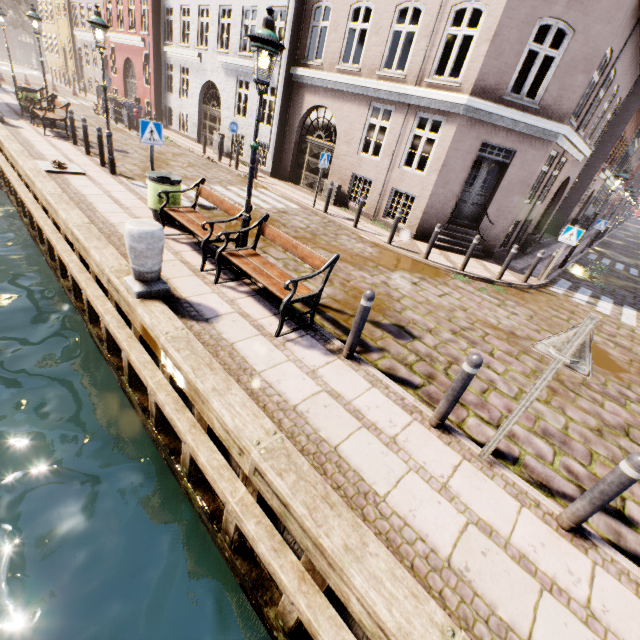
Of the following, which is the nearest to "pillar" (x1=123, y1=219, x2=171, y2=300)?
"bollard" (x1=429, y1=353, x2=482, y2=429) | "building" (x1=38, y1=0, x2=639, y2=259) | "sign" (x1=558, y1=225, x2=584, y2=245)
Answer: "bollard" (x1=429, y1=353, x2=482, y2=429)

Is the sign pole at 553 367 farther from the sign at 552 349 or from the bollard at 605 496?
the bollard at 605 496

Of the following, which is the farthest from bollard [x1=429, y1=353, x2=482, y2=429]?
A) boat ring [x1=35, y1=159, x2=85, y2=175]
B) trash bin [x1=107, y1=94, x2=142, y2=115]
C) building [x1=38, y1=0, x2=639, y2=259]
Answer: trash bin [x1=107, y1=94, x2=142, y2=115]

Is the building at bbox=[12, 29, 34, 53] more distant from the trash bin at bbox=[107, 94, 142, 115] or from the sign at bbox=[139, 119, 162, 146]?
the sign at bbox=[139, 119, 162, 146]

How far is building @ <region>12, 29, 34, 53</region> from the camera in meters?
57.6

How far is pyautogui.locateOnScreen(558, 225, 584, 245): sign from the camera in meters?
9.7

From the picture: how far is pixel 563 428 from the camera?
4.7 meters

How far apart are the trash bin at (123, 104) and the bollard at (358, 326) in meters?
22.0
